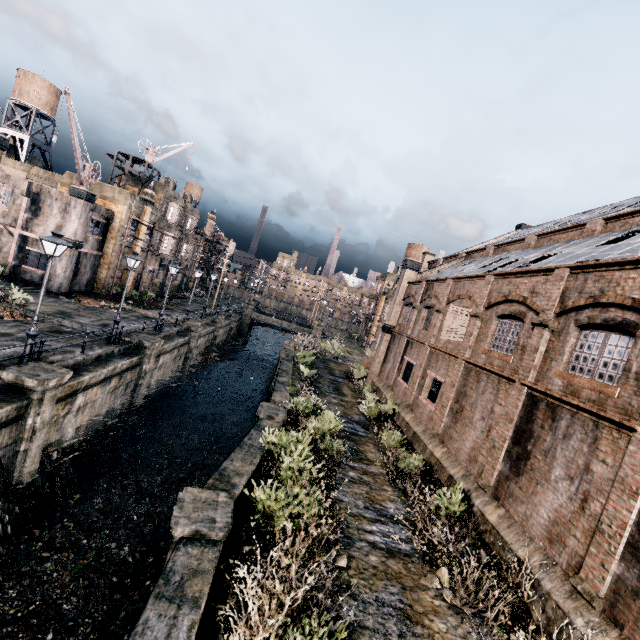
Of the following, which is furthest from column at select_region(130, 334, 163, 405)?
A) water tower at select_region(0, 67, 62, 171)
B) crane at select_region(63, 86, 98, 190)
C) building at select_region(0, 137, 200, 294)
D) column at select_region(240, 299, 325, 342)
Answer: water tower at select_region(0, 67, 62, 171)

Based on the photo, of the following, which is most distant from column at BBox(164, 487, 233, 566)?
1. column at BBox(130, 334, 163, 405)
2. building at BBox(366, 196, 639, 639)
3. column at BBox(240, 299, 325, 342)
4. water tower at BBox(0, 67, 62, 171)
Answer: water tower at BBox(0, 67, 62, 171)

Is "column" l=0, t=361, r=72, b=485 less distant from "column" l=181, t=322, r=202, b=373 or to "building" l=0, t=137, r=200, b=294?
"column" l=181, t=322, r=202, b=373

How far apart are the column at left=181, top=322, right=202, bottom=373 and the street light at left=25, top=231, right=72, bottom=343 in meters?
15.9 m

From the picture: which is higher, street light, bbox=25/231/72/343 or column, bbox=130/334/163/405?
street light, bbox=25/231/72/343

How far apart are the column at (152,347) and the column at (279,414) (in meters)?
8.65

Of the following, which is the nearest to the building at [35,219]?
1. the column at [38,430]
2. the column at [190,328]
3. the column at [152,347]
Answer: the column at [190,328]

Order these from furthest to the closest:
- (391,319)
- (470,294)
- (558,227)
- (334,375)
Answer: (334,375), (391,319), (558,227), (470,294)
